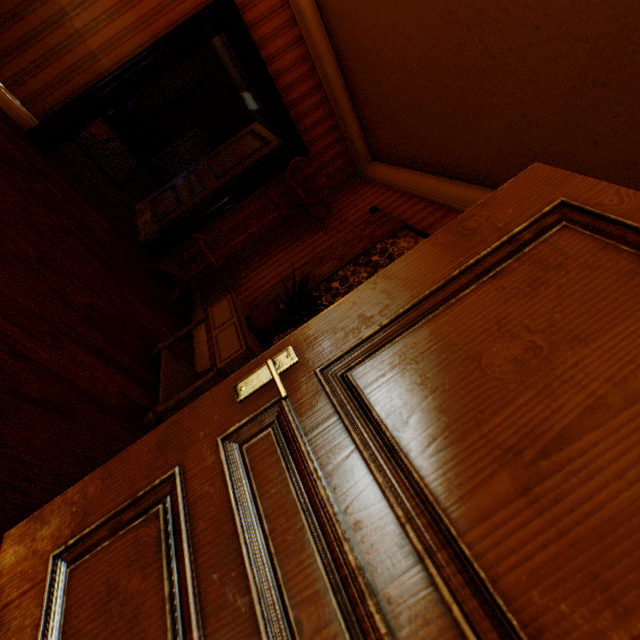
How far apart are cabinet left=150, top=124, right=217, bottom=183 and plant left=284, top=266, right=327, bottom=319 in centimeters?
706cm

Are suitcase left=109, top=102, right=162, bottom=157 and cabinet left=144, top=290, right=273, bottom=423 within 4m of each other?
no

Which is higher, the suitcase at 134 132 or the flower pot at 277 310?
the flower pot at 277 310

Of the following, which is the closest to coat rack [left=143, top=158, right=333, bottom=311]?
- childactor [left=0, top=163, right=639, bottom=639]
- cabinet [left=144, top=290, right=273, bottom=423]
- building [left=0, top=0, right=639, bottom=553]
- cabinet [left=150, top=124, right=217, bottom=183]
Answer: building [left=0, top=0, right=639, bottom=553]

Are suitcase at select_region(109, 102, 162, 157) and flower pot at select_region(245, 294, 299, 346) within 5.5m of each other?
no

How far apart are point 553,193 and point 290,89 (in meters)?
3.77

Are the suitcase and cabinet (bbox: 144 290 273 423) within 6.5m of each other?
no

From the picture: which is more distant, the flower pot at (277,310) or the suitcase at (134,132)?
the suitcase at (134,132)
